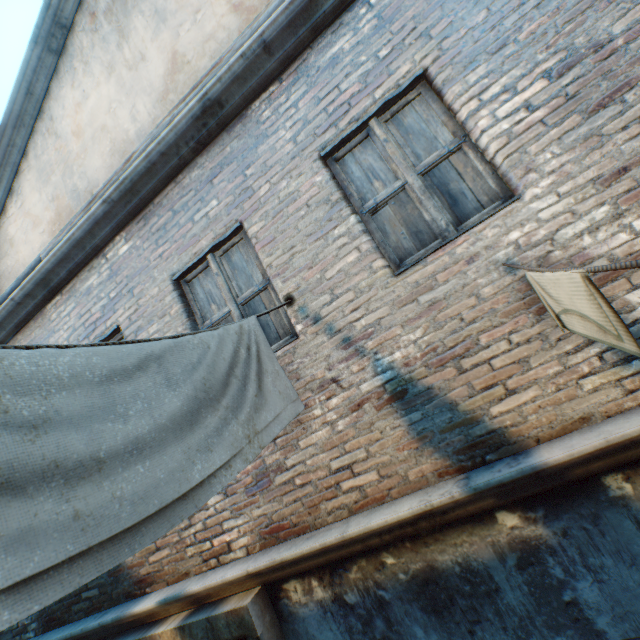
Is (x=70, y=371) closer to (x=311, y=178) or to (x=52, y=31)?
(x=311, y=178)

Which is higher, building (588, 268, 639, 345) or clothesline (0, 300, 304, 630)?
clothesline (0, 300, 304, 630)

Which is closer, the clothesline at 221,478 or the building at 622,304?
the clothesline at 221,478

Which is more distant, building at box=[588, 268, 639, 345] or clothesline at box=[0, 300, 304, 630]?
building at box=[588, 268, 639, 345]
